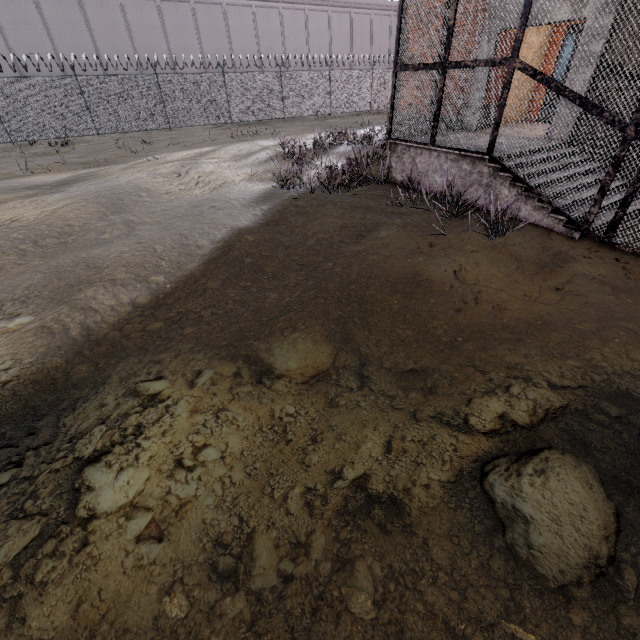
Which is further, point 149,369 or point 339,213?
Result: point 339,213
